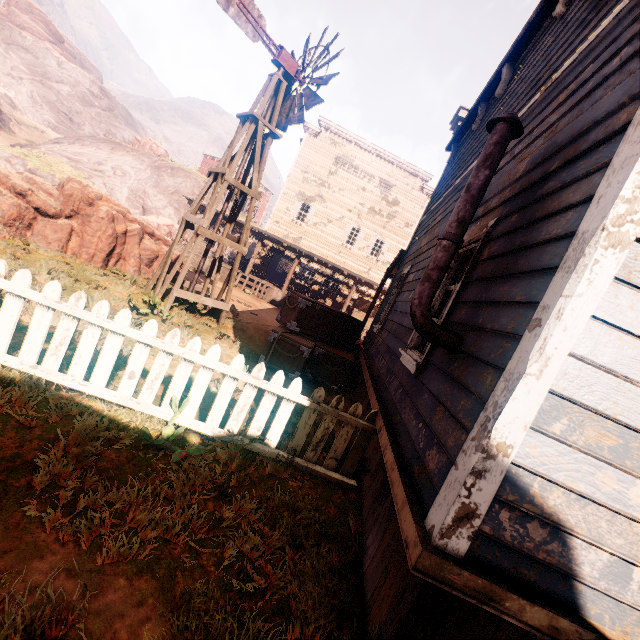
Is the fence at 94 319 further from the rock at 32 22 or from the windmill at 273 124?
the rock at 32 22

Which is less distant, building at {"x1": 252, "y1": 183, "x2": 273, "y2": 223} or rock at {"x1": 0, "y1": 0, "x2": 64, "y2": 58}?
rock at {"x1": 0, "y1": 0, "x2": 64, "y2": 58}

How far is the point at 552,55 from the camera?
3.7 meters

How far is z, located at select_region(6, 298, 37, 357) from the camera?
3.8 meters

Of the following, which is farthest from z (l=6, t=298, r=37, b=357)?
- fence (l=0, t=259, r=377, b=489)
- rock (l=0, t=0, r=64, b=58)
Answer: rock (l=0, t=0, r=64, b=58)

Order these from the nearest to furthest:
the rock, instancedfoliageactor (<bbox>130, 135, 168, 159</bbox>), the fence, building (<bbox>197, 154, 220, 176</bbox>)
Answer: the fence < instancedfoliageactor (<bbox>130, 135, 168, 159</bbox>) < building (<bbox>197, 154, 220, 176</bbox>) < the rock

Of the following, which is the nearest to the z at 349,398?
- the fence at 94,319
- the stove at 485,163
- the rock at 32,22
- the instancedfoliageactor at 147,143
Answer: the fence at 94,319

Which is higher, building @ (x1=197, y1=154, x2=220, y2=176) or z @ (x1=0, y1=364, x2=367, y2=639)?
building @ (x1=197, y1=154, x2=220, y2=176)
